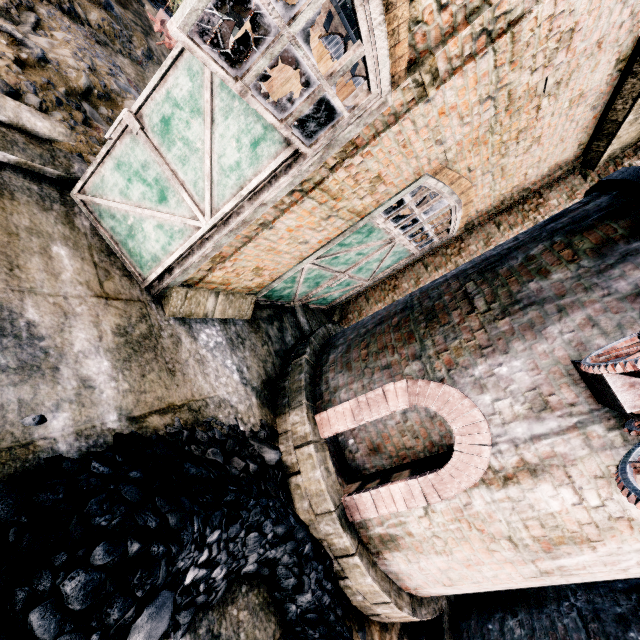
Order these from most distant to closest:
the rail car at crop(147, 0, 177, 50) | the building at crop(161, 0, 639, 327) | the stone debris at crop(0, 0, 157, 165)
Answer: the rail car at crop(147, 0, 177, 50), the stone debris at crop(0, 0, 157, 165), the building at crop(161, 0, 639, 327)

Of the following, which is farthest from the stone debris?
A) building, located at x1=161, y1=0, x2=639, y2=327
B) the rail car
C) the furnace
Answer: the furnace

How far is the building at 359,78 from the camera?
34.22m

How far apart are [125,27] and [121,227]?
9.4m

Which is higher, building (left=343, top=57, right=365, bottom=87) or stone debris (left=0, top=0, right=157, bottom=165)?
building (left=343, top=57, right=365, bottom=87)

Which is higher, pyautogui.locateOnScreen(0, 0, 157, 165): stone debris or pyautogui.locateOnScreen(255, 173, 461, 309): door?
pyautogui.locateOnScreen(255, 173, 461, 309): door

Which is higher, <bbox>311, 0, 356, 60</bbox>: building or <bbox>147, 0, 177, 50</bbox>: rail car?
<bbox>311, 0, 356, 60</bbox>: building

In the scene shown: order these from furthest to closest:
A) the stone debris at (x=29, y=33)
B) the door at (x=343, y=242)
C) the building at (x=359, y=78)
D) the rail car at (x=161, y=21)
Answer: the building at (x=359, y=78), the rail car at (x=161, y=21), the door at (x=343, y=242), the stone debris at (x=29, y=33)
